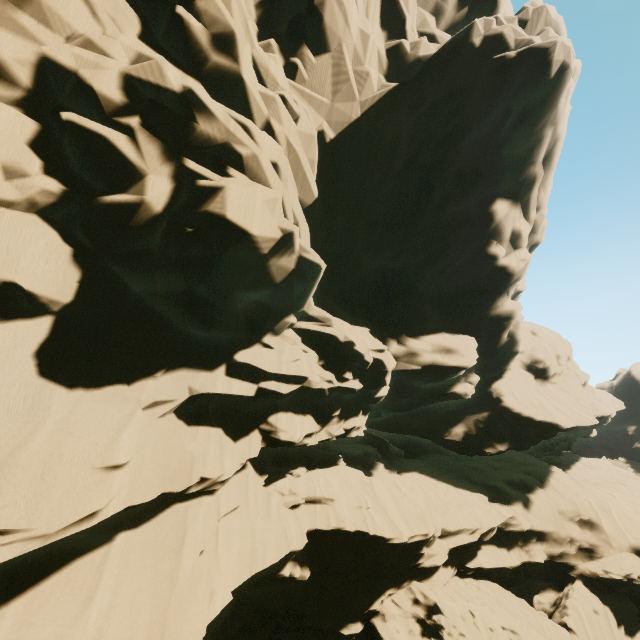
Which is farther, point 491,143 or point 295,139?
point 491,143
